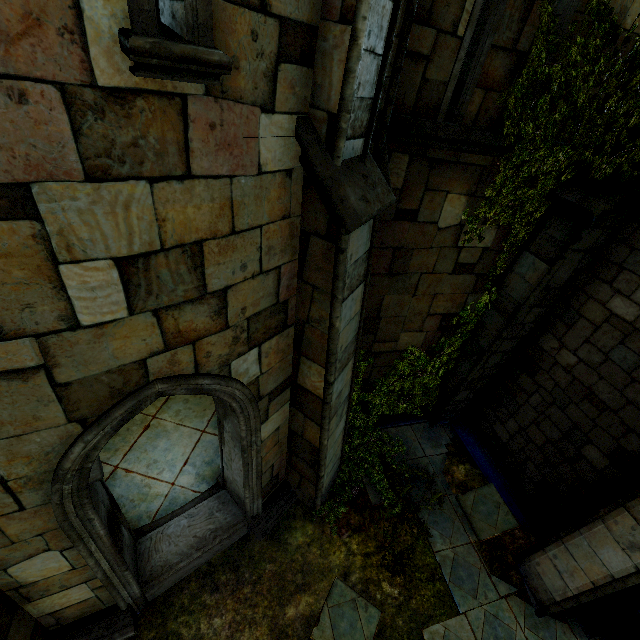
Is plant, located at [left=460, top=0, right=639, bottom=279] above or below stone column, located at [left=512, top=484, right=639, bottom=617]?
above

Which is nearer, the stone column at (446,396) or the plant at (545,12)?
the plant at (545,12)

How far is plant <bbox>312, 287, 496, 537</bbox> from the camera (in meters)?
5.86

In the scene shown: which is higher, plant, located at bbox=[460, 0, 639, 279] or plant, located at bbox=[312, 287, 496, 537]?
plant, located at bbox=[460, 0, 639, 279]

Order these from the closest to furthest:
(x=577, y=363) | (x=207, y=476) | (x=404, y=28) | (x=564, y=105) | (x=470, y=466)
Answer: (x=404, y=28) < (x=564, y=105) < (x=577, y=363) < (x=207, y=476) < (x=470, y=466)

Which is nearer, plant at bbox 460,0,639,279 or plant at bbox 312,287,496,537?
plant at bbox 460,0,639,279

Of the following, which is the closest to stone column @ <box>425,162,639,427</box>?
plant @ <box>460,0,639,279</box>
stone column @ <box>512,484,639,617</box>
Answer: plant @ <box>460,0,639,279</box>

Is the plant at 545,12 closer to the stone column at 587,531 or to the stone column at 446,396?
the stone column at 446,396
